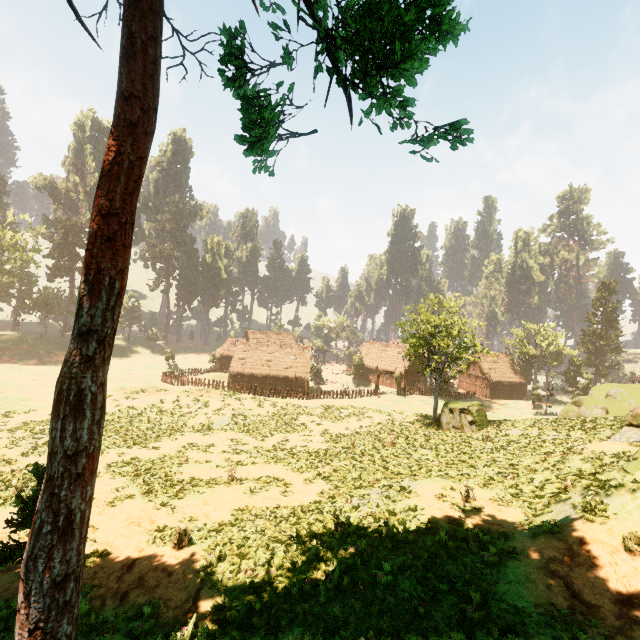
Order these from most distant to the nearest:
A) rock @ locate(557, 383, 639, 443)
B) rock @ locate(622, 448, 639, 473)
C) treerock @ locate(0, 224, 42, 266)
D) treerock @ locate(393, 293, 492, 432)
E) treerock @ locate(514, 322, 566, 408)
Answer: treerock @ locate(514, 322, 566, 408) < treerock @ locate(0, 224, 42, 266) < treerock @ locate(393, 293, 492, 432) < rock @ locate(557, 383, 639, 443) < rock @ locate(622, 448, 639, 473)

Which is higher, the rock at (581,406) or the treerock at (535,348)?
the treerock at (535,348)

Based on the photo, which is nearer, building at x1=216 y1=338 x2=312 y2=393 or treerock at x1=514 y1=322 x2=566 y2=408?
building at x1=216 y1=338 x2=312 y2=393

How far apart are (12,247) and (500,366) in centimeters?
8744cm

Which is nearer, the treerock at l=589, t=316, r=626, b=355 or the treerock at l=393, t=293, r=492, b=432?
the treerock at l=393, t=293, r=492, b=432

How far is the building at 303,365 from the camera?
49.62m

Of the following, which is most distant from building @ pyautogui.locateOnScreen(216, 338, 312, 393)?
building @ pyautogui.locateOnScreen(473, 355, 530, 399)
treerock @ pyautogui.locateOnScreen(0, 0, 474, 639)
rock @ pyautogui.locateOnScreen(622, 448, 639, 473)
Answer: rock @ pyautogui.locateOnScreen(622, 448, 639, 473)
